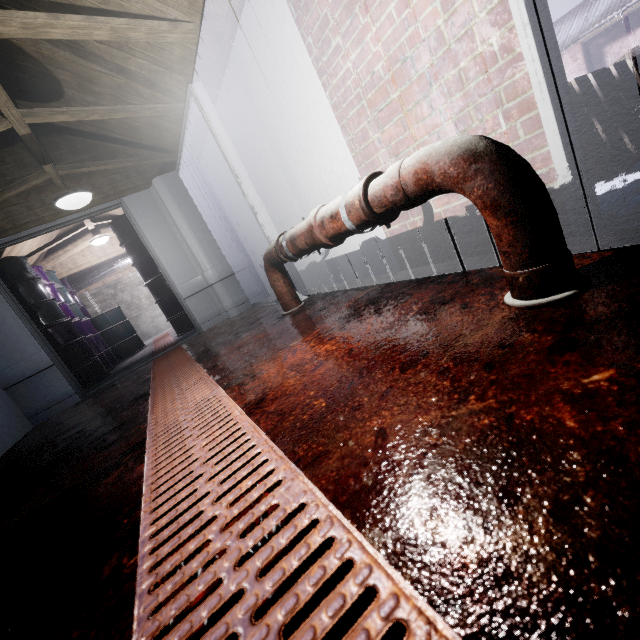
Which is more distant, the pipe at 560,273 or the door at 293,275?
the door at 293,275

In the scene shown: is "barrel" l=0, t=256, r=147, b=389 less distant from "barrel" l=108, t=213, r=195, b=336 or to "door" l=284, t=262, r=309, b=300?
"barrel" l=108, t=213, r=195, b=336

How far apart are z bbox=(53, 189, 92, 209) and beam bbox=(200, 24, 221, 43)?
0.48m

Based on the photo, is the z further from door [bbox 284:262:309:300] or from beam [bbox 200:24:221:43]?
door [bbox 284:262:309:300]

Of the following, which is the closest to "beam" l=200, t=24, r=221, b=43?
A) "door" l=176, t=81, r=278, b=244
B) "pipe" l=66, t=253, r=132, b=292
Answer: "door" l=176, t=81, r=278, b=244

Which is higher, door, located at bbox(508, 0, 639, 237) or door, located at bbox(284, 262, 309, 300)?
door, located at bbox(284, 262, 309, 300)

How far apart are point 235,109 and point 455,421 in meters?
3.2

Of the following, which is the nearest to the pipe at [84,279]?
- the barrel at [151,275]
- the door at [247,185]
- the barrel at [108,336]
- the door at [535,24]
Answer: the barrel at [108,336]
